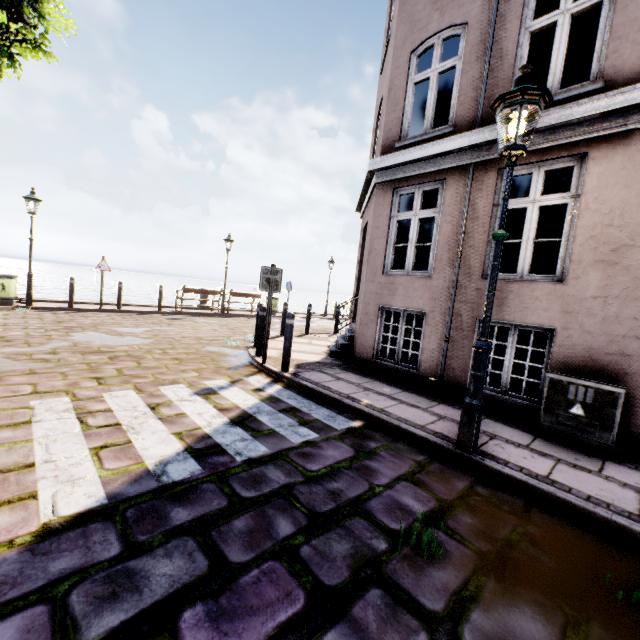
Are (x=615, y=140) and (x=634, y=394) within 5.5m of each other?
yes

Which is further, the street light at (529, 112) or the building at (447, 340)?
the building at (447, 340)

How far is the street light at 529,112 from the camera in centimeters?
306cm

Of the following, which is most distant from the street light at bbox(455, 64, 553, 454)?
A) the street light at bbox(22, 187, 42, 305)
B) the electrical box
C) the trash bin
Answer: the trash bin

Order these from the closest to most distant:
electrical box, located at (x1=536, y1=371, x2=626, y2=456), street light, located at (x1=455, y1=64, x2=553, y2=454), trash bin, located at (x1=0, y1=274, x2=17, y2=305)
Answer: street light, located at (x1=455, y1=64, x2=553, y2=454) < electrical box, located at (x1=536, y1=371, x2=626, y2=456) < trash bin, located at (x1=0, y1=274, x2=17, y2=305)

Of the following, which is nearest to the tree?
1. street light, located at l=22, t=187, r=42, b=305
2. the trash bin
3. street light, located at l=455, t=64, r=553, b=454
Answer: street light, located at l=22, t=187, r=42, b=305

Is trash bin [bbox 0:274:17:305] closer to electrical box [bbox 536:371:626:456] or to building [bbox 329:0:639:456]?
building [bbox 329:0:639:456]

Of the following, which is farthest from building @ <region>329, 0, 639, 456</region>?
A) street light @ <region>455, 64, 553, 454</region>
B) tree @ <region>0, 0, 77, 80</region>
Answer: tree @ <region>0, 0, 77, 80</region>
